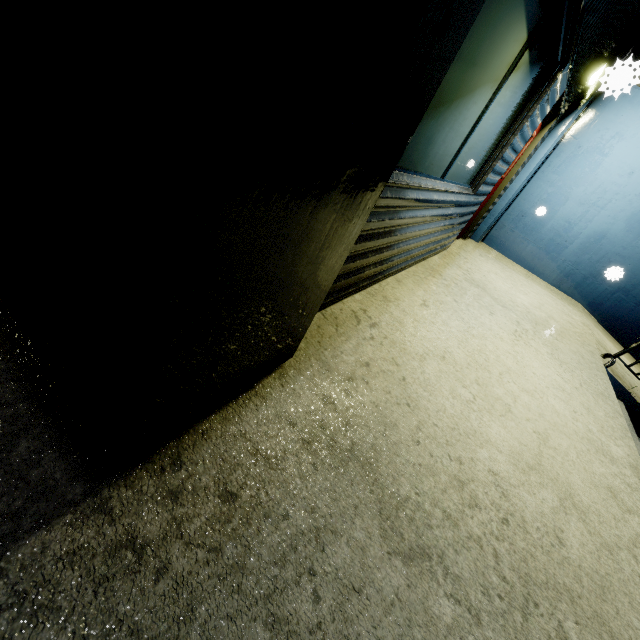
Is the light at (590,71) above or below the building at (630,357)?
above

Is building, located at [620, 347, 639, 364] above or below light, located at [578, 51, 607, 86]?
below

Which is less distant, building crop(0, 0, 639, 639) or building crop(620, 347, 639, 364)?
building crop(0, 0, 639, 639)

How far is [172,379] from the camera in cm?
100

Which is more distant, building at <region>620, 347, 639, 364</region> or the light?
building at <region>620, 347, 639, 364</region>

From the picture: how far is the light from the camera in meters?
4.4

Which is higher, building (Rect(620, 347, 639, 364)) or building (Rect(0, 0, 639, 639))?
building (Rect(0, 0, 639, 639))

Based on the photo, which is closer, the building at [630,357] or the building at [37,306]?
the building at [37,306]
